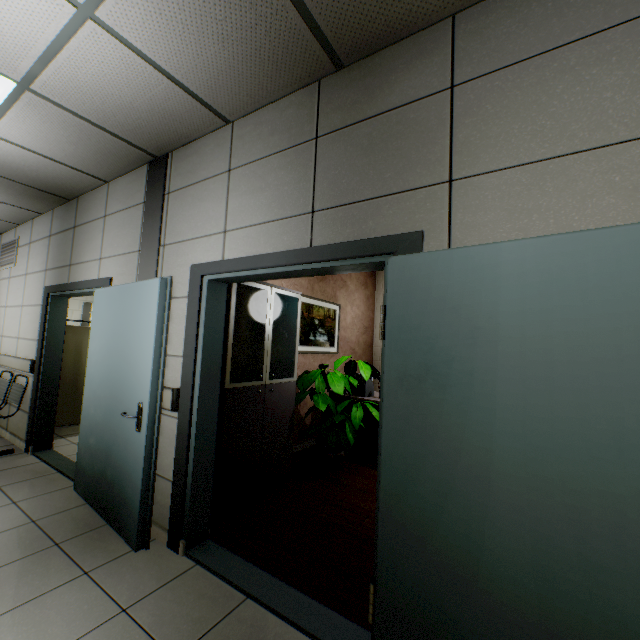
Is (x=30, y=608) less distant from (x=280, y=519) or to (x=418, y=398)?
(x=280, y=519)

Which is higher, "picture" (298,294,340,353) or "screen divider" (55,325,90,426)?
"picture" (298,294,340,353)

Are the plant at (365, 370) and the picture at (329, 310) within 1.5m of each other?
yes

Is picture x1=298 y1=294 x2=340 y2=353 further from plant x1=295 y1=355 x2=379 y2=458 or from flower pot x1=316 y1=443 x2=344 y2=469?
flower pot x1=316 y1=443 x2=344 y2=469

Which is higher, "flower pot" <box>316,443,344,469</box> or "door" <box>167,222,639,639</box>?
"door" <box>167,222,639,639</box>

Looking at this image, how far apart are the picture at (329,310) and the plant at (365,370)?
0.53m

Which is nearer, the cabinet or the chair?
the cabinet

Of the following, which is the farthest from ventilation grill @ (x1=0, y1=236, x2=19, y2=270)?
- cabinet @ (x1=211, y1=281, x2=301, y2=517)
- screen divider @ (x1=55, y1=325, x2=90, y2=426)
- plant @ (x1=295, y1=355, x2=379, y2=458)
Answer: plant @ (x1=295, y1=355, x2=379, y2=458)
